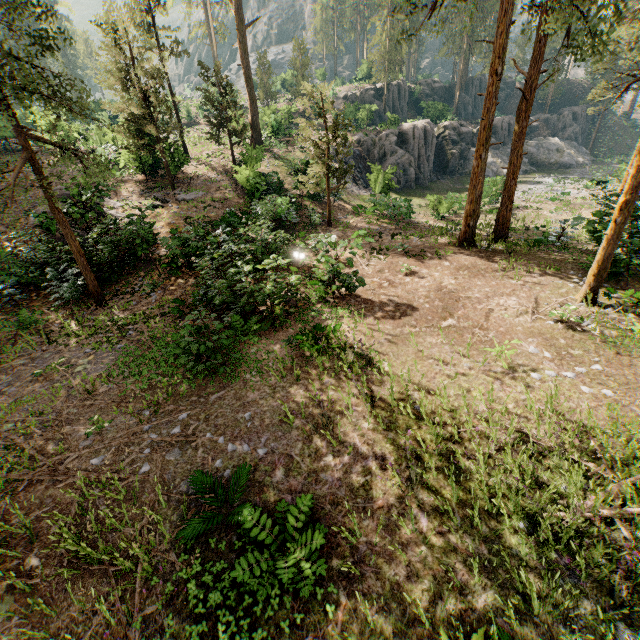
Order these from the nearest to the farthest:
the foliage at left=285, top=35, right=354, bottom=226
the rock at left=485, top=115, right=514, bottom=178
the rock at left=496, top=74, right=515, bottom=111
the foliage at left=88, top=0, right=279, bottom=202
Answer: the foliage at left=285, top=35, right=354, bottom=226 < the foliage at left=88, top=0, right=279, bottom=202 < the rock at left=485, top=115, right=514, bottom=178 < the rock at left=496, top=74, right=515, bottom=111

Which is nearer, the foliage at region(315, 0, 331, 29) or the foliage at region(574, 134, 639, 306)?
the foliage at region(574, 134, 639, 306)

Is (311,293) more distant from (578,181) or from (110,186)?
(578,181)

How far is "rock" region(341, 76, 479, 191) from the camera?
33.31m

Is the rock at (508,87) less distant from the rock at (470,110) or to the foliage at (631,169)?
the rock at (470,110)

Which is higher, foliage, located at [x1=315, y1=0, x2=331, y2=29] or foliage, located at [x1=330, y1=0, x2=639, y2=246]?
foliage, located at [x1=315, y1=0, x2=331, y2=29]

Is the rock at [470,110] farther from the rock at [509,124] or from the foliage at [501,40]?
the rock at [509,124]
